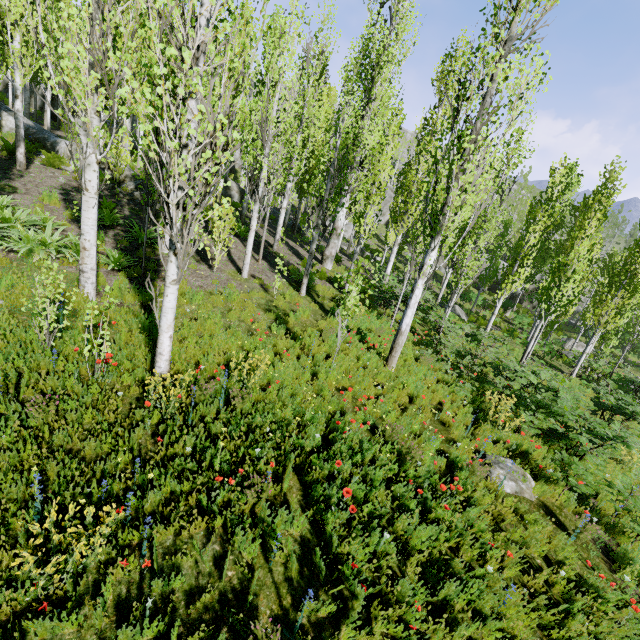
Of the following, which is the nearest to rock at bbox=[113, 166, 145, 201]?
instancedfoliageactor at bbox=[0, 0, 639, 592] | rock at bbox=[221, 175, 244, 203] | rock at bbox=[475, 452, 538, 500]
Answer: instancedfoliageactor at bbox=[0, 0, 639, 592]

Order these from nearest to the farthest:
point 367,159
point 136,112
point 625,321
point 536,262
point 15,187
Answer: point 15,187, point 367,159, point 625,321, point 136,112, point 536,262

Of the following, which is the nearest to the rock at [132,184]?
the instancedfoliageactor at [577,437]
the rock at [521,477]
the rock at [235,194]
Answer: the instancedfoliageactor at [577,437]

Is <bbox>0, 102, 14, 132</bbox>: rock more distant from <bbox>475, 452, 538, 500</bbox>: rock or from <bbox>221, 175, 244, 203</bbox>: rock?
<bbox>475, 452, 538, 500</bbox>: rock

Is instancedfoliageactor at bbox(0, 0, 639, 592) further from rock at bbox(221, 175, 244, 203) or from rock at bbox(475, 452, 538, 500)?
rock at bbox(475, 452, 538, 500)

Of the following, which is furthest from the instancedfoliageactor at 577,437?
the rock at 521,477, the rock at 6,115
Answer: the rock at 521,477

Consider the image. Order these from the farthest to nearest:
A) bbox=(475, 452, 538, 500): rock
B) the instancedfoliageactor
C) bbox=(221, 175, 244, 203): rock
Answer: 1. bbox=(221, 175, 244, 203): rock
2. bbox=(475, 452, 538, 500): rock
3. the instancedfoliageactor

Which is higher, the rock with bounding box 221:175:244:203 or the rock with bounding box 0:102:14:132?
the rock with bounding box 0:102:14:132
